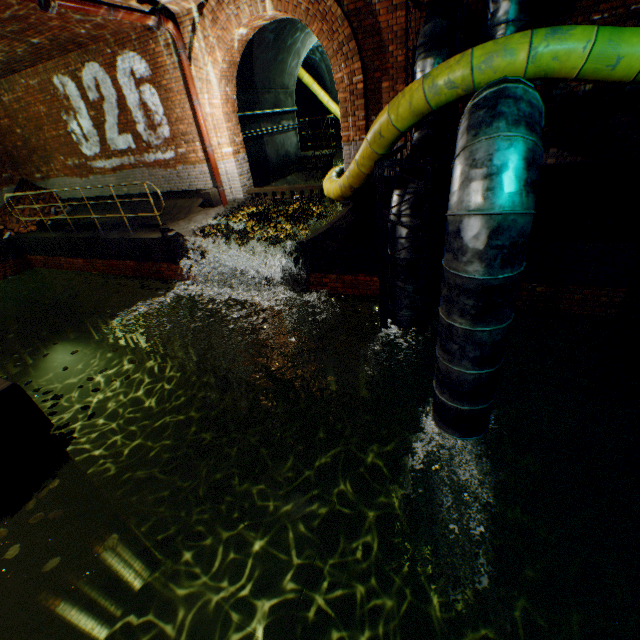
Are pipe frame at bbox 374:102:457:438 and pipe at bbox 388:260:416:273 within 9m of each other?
yes

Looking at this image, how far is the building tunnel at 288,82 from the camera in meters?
9.5 m

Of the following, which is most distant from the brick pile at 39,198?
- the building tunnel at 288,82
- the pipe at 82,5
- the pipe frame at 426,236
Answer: the pipe frame at 426,236

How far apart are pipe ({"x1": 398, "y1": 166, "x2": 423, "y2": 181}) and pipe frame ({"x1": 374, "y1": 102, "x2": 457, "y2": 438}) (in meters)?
0.04

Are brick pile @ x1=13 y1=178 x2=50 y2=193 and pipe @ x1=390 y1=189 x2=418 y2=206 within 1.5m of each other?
no

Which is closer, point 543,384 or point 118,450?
point 543,384

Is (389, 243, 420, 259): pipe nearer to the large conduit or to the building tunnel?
the large conduit
